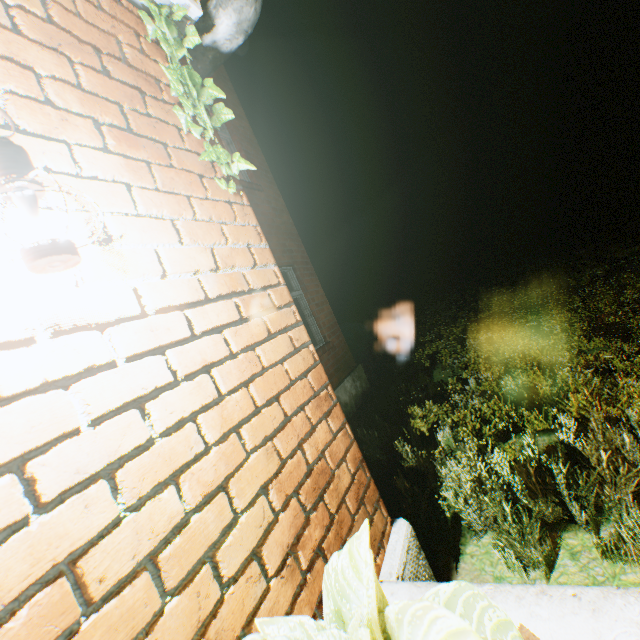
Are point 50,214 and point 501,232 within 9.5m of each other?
no

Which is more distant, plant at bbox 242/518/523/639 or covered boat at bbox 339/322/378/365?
covered boat at bbox 339/322/378/365

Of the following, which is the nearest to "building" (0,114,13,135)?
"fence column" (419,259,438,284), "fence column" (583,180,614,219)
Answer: "fence column" (419,259,438,284)

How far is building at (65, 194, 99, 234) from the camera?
1.05m

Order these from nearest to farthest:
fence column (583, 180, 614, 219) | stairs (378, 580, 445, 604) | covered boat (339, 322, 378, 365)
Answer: stairs (378, 580, 445, 604) → covered boat (339, 322, 378, 365) → fence column (583, 180, 614, 219)

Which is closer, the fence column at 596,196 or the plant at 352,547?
the plant at 352,547

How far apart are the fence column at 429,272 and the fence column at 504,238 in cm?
478

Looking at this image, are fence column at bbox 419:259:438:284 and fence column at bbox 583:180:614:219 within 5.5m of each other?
no
